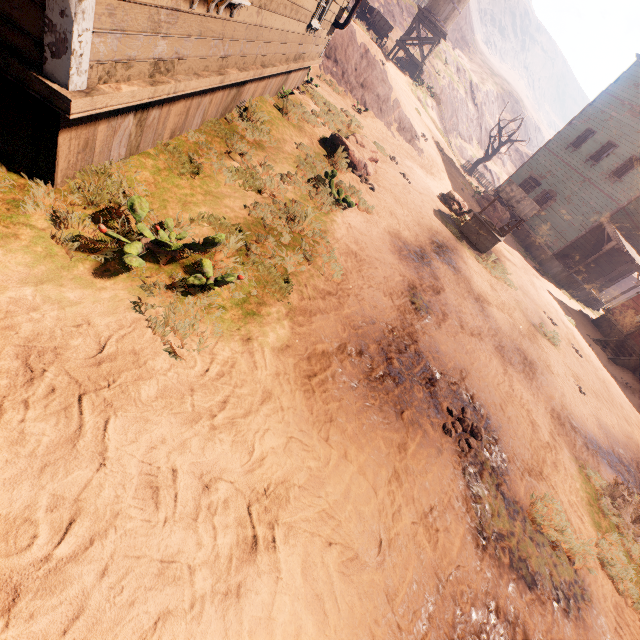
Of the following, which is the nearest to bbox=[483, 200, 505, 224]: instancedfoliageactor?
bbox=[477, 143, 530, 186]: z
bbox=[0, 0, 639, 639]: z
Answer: bbox=[0, 0, 639, 639]: z

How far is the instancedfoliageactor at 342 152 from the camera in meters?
8.5 m

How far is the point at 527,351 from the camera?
8.4m

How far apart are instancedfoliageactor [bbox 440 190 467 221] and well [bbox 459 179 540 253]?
0.8m

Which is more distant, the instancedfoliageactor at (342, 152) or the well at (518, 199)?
the well at (518, 199)

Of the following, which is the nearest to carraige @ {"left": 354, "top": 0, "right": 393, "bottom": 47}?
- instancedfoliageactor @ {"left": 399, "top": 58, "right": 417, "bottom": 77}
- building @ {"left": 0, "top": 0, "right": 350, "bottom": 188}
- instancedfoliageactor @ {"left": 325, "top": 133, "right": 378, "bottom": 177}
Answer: building @ {"left": 0, "top": 0, "right": 350, "bottom": 188}

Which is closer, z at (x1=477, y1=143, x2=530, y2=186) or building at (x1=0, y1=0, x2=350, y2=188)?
building at (x1=0, y1=0, x2=350, y2=188)

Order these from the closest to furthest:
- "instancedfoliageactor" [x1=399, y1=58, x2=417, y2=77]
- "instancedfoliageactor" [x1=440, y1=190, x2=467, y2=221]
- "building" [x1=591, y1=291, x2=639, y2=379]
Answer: "instancedfoliageactor" [x1=440, y1=190, x2=467, y2=221]
"building" [x1=591, y1=291, x2=639, y2=379]
"instancedfoliageactor" [x1=399, y1=58, x2=417, y2=77]
